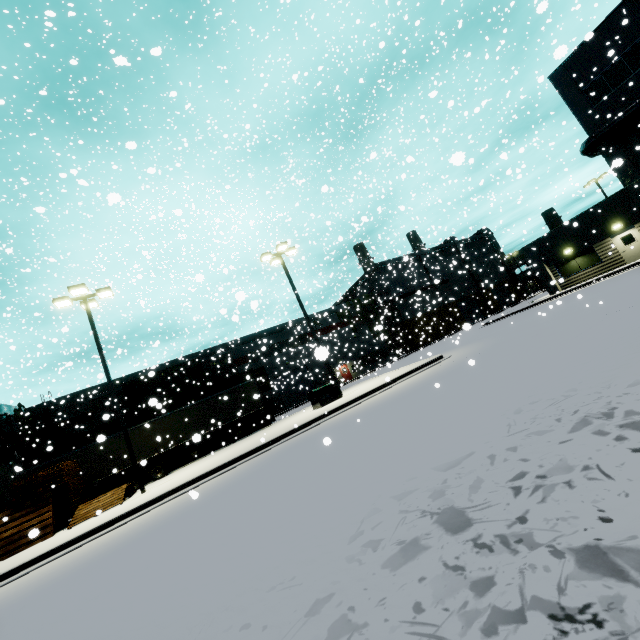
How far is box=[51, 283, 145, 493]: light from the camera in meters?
14.3

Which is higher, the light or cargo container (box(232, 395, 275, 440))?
the light

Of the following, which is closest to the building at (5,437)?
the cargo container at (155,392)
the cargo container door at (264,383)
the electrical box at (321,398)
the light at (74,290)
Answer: the light at (74,290)

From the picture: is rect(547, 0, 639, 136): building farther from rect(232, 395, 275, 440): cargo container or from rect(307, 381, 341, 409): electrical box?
rect(307, 381, 341, 409): electrical box

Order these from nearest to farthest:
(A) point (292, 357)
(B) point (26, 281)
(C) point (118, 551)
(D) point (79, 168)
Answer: (C) point (118, 551), (D) point (79, 168), (B) point (26, 281), (A) point (292, 357)

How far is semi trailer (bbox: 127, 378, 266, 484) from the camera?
18.9 meters

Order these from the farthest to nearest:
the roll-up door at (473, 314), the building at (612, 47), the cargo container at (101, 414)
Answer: the roll-up door at (473, 314)
the cargo container at (101, 414)
the building at (612, 47)

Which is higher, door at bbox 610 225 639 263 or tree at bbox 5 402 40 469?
tree at bbox 5 402 40 469
